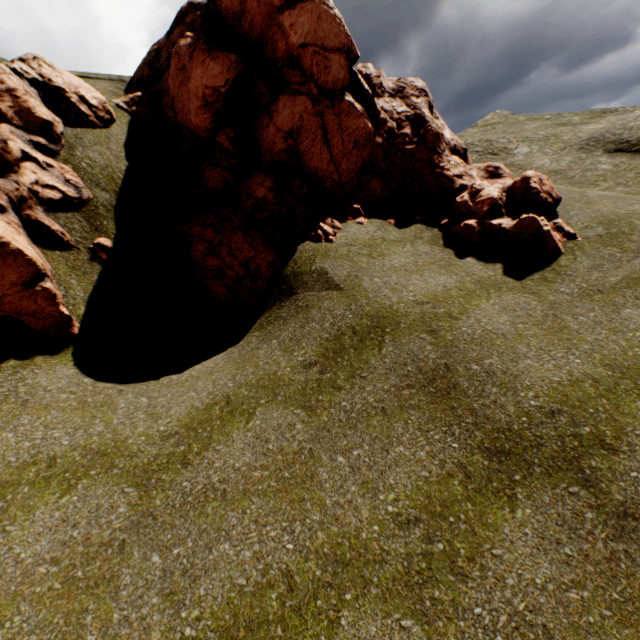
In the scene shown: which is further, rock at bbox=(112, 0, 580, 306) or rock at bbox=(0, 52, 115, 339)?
rock at bbox=(112, 0, 580, 306)

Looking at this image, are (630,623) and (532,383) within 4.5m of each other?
yes

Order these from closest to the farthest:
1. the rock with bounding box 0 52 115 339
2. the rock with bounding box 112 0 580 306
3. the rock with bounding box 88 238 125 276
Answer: the rock with bounding box 0 52 115 339
the rock with bounding box 88 238 125 276
the rock with bounding box 112 0 580 306

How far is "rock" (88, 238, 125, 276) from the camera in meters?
8.6

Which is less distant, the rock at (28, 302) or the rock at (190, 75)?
the rock at (28, 302)
